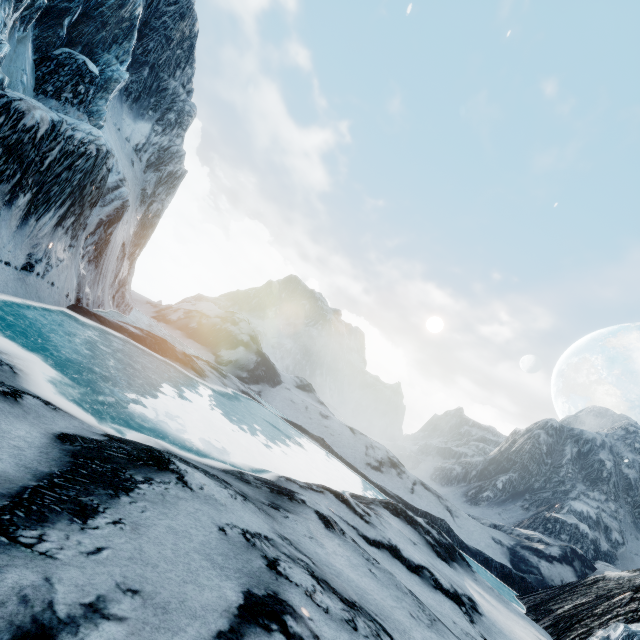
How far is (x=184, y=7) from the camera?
23.6m
